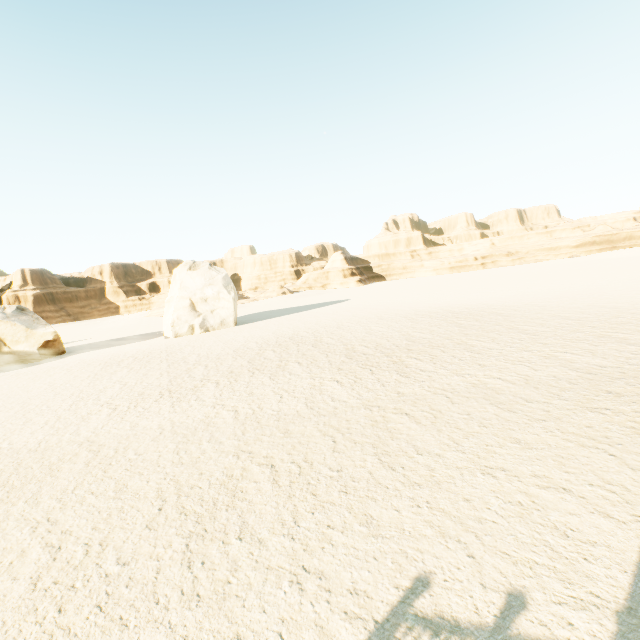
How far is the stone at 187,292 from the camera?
30.2m

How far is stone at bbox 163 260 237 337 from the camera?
30.16m

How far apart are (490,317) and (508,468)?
15.8m

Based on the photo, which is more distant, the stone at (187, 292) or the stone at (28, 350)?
the stone at (187, 292)

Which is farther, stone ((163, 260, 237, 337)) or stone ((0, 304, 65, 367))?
stone ((163, 260, 237, 337))
